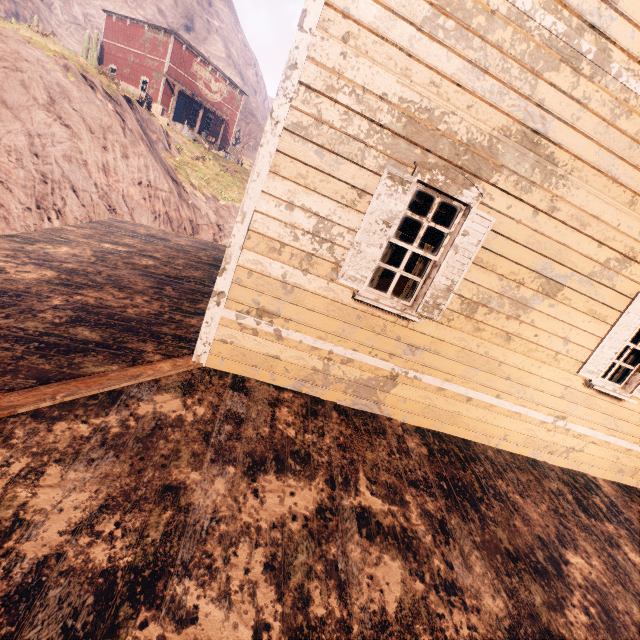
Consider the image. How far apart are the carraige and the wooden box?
0.0m

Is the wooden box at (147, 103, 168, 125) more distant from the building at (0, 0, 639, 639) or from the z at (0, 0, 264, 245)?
the building at (0, 0, 639, 639)

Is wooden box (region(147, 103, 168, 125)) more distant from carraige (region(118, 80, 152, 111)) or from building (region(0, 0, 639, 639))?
building (region(0, 0, 639, 639))

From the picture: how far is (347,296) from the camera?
4.0m

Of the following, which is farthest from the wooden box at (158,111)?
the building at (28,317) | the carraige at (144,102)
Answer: the building at (28,317)

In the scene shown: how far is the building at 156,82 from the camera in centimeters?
2672cm

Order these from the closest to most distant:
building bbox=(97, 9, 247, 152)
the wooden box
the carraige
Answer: the carraige < the wooden box < building bbox=(97, 9, 247, 152)

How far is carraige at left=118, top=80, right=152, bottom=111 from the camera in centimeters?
2154cm
